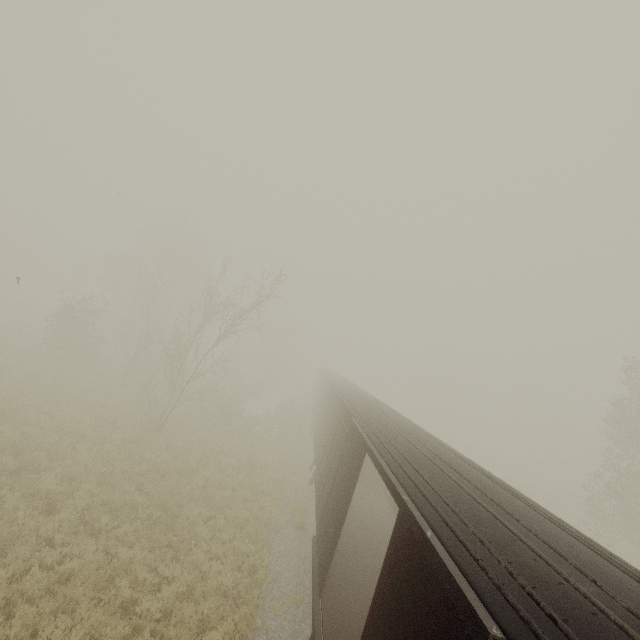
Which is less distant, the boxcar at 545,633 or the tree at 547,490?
the boxcar at 545,633

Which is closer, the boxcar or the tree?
the boxcar

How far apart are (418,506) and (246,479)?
13.0m
